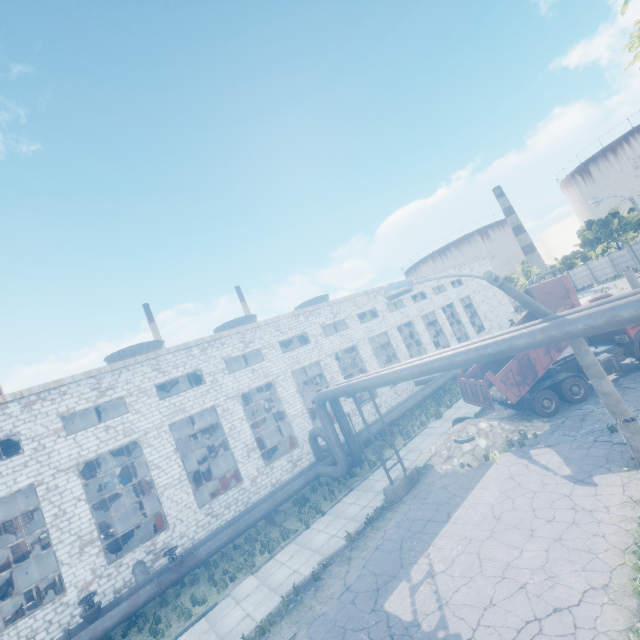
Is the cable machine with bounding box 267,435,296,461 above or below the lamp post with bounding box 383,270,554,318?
below

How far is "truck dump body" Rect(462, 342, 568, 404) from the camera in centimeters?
1505cm

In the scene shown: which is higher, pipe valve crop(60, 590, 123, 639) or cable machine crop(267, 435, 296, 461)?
cable machine crop(267, 435, 296, 461)

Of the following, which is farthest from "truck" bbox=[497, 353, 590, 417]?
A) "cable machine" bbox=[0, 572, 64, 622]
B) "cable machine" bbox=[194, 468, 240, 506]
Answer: "cable machine" bbox=[0, 572, 64, 622]

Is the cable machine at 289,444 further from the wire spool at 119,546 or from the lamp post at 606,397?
the lamp post at 606,397

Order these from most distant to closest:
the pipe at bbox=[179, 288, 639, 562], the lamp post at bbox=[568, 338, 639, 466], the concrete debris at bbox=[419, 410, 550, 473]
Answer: the concrete debris at bbox=[419, 410, 550, 473] → the lamp post at bbox=[568, 338, 639, 466] → the pipe at bbox=[179, 288, 639, 562]

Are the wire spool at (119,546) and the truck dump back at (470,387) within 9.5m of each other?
no

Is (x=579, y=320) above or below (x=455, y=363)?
above
